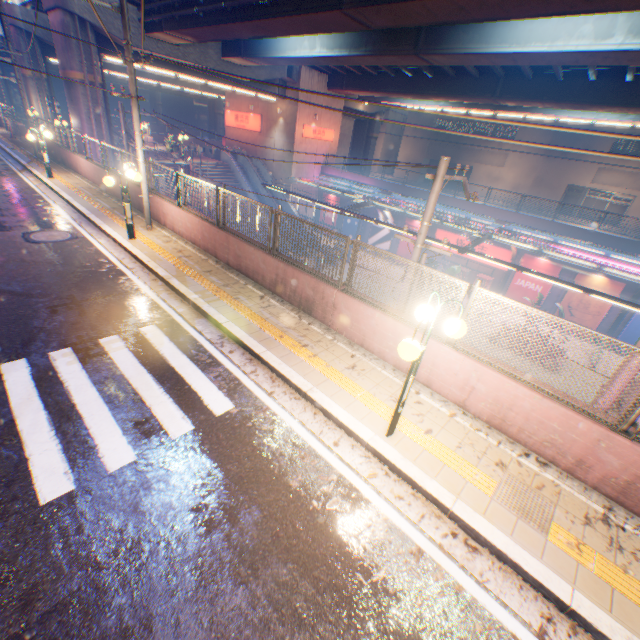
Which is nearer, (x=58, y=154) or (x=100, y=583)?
(x=100, y=583)

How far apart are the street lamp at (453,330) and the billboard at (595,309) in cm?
2426

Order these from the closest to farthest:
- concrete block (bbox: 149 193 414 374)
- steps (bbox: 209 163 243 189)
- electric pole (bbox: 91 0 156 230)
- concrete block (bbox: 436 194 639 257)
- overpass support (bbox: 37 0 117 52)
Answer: concrete block (bbox: 149 193 414 374) → electric pole (bbox: 91 0 156 230) → overpass support (bbox: 37 0 117 52) → concrete block (bbox: 436 194 639 257) → steps (bbox: 209 163 243 189)

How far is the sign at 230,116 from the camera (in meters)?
33.66

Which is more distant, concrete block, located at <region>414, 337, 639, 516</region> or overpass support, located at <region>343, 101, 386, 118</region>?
overpass support, located at <region>343, 101, 386, 118</region>

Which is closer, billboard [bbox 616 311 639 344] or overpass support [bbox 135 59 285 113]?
billboard [bbox 616 311 639 344]

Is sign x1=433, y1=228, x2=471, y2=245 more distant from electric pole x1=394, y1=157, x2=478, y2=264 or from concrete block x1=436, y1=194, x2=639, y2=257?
electric pole x1=394, y1=157, x2=478, y2=264

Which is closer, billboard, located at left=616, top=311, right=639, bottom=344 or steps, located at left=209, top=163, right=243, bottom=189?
billboard, located at left=616, top=311, right=639, bottom=344
